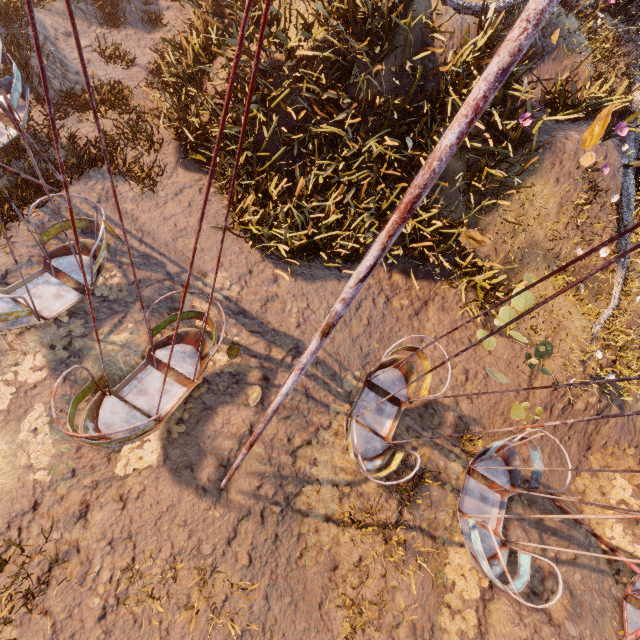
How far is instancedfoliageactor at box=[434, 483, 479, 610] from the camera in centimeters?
551cm

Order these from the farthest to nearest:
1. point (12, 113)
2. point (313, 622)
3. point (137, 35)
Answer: point (137, 35) → point (313, 622) → point (12, 113)

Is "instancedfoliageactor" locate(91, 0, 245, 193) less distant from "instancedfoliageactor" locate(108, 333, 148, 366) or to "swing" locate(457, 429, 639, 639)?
"swing" locate(457, 429, 639, 639)

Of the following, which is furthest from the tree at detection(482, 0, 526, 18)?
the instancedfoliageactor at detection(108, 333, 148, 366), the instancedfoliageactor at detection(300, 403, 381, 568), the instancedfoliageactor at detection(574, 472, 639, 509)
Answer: the instancedfoliageactor at detection(574, 472, 639, 509)

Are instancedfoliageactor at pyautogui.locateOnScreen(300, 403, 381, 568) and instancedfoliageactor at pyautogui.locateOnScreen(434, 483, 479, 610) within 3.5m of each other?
yes

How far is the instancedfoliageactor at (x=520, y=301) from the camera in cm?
599

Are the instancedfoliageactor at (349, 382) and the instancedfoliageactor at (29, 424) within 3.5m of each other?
no

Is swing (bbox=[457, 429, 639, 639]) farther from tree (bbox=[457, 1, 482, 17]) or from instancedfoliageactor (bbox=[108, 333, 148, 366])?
tree (bbox=[457, 1, 482, 17])
